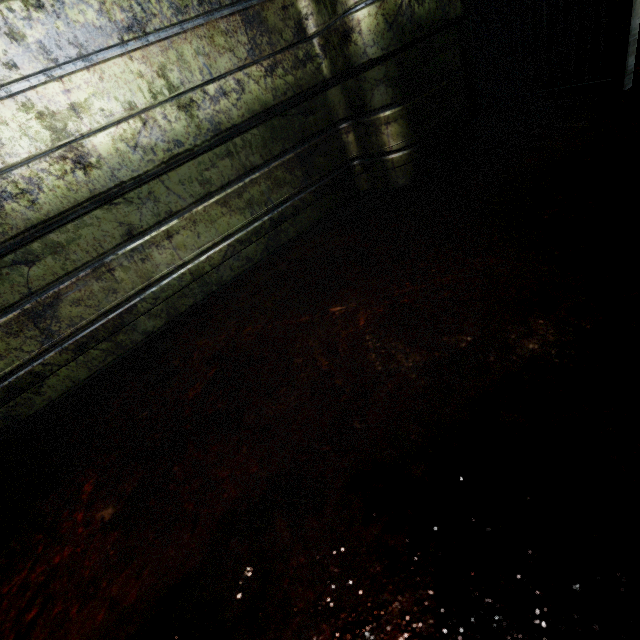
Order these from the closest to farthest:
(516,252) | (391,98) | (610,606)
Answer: (610,606) → (516,252) → (391,98)
